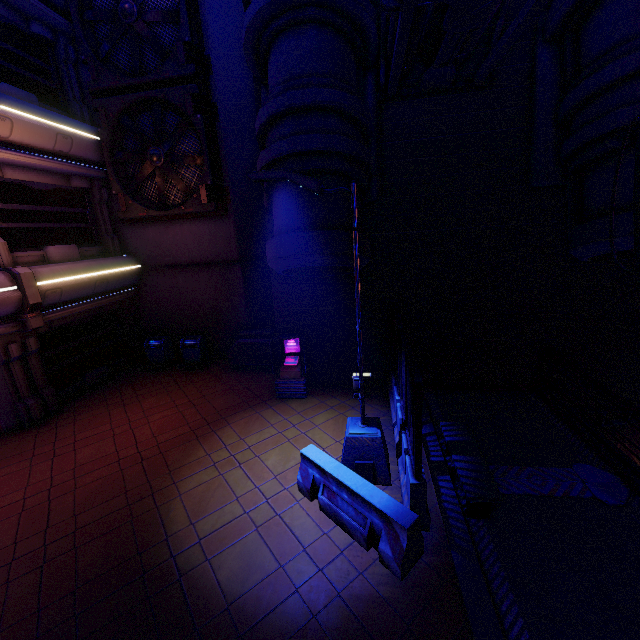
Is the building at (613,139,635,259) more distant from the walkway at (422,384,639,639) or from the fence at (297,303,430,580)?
the fence at (297,303,430,580)

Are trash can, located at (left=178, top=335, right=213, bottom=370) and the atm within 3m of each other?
no

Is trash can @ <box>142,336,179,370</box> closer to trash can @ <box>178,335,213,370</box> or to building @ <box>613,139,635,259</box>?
trash can @ <box>178,335,213,370</box>

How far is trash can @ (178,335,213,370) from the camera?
13.1m

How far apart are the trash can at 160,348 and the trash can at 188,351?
0.46m

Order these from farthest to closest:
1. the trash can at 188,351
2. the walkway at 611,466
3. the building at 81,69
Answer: the trash can at 188,351
the building at 81,69
the walkway at 611,466

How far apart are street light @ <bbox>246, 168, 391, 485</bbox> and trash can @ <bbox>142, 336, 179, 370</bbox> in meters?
9.0

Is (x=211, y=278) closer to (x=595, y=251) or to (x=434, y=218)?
(x=434, y=218)
